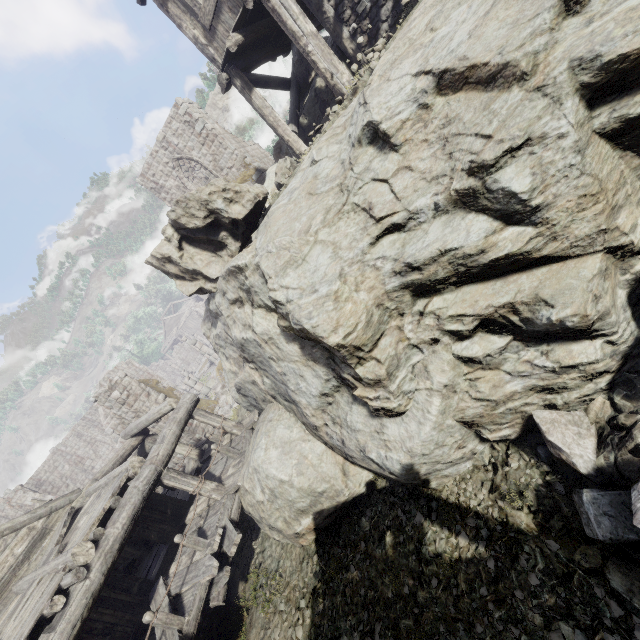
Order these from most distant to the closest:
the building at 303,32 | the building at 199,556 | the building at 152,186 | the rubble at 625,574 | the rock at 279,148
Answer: the building at 152,186 < the rock at 279,148 < the building at 303,32 < the building at 199,556 < the rubble at 625,574

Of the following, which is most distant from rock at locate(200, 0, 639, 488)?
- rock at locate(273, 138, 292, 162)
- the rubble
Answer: rock at locate(273, 138, 292, 162)

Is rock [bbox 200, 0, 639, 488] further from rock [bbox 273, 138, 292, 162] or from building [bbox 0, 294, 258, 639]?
rock [bbox 273, 138, 292, 162]

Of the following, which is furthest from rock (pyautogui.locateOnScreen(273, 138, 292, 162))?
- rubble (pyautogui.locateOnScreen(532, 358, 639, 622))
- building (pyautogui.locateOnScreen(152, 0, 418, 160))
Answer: rubble (pyautogui.locateOnScreen(532, 358, 639, 622))

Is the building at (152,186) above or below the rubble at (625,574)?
above

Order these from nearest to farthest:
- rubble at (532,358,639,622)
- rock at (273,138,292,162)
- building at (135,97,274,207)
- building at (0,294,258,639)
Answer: rubble at (532,358,639,622) → building at (0,294,258,639) → rock at (273,138,292,162) → building at (135,97,274,207)

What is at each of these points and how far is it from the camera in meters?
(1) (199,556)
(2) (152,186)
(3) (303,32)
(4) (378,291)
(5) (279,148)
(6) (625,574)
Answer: (1) building, 8.0 m
(2) building, 21.5 m
(3) building, 7.5 m
(4) rock, 5.0 m
(5) rock, 18.5 m
(6) rubble, 3.5 m

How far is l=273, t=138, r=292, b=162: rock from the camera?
18.4 meters
